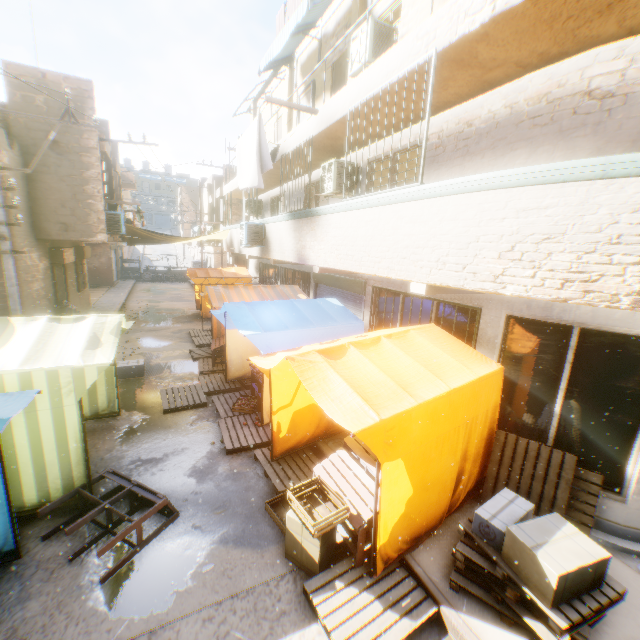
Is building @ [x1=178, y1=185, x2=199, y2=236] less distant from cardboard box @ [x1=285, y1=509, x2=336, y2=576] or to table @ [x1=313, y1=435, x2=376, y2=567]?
cardboard box @ [x1=285, y1=509, x2=336, y2=576]

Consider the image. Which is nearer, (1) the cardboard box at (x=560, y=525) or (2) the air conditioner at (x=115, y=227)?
(1) the cardboard box at (x=560, y=525)

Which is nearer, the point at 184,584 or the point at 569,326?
the point at 184,584

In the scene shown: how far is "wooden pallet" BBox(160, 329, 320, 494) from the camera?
5.7m

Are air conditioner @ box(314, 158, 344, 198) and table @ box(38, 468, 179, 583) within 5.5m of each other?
no

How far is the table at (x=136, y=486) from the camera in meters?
4.0 m

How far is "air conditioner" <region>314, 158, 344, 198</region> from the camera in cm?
821

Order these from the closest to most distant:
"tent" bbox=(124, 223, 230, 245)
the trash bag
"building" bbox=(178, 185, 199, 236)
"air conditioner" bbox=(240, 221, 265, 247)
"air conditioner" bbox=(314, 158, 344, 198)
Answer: "air conditioner" bbox=(314, 158, 344, 198), "air conditioner" bbox=(240, 221, 265, 247), the trash bag, "tent" bbox=(124, 223, 230, 245), "building" bbox=(178, 185, 199, 236)
